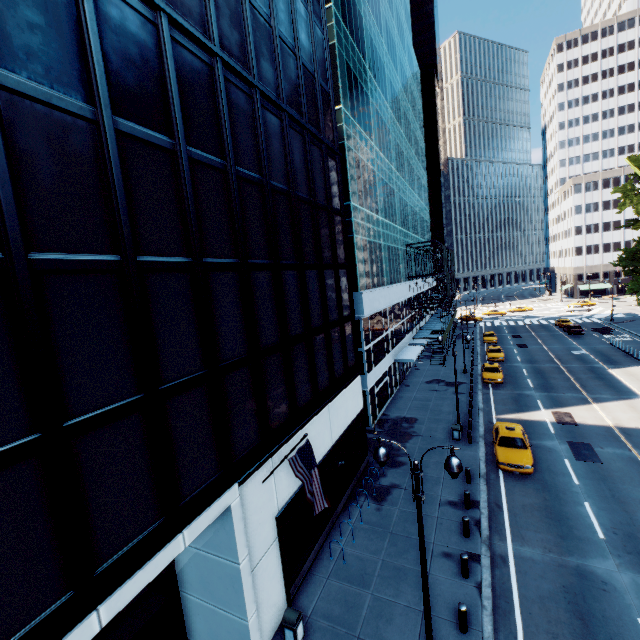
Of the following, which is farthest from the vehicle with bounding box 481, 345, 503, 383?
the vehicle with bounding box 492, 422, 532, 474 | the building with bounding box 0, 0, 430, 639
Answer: the building with bounding box 0, 0, 430, 639

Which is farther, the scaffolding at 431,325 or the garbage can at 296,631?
the scaffolding at 431,325

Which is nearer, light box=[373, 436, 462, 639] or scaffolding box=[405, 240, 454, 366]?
light box=[373, 436, 462, 639]

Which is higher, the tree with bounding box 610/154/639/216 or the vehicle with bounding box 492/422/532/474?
the tree with bounding box 610/154/639/216

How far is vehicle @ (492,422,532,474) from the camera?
18.1 meters

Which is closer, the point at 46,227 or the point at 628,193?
the point at 46,227

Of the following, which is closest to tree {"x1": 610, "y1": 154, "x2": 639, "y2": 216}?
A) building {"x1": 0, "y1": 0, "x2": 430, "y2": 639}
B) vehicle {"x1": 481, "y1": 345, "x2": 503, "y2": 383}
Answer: vehicle {"x1": 481, "y1": 345, "x2": 503, "y2": 383}

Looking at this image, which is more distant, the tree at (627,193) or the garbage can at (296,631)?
the tree at (627,193)
